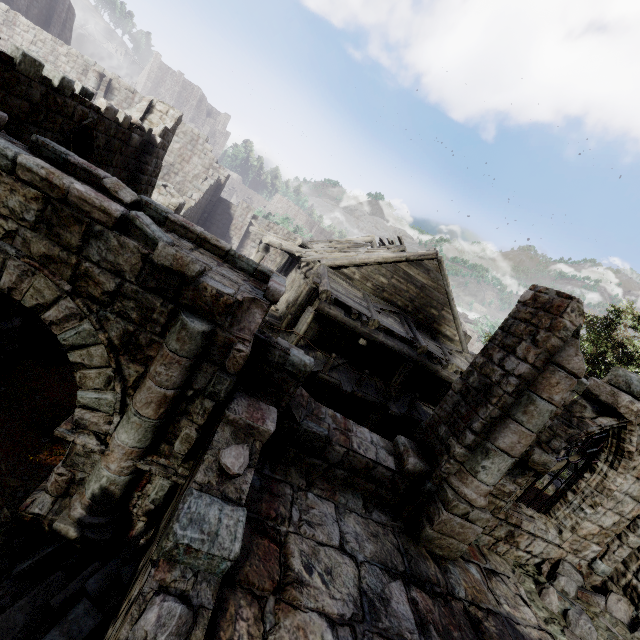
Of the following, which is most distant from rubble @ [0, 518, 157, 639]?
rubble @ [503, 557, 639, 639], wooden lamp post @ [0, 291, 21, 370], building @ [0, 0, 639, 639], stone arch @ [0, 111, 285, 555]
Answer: wooden lamp post @ [0, 291, 21, 370]

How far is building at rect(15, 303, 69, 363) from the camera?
7.94m

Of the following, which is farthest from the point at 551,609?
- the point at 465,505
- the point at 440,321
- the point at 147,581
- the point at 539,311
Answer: the point at 440,321

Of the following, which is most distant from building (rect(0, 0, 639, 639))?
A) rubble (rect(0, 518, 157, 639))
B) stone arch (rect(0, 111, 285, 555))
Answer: rubble (rect(0, 518, 157, 639))

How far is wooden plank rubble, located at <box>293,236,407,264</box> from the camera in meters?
13.7

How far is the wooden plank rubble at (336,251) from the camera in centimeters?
1373cm

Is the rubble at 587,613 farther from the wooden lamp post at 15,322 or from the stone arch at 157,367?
the wooden lamp post at 15,322

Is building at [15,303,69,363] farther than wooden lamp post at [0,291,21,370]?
Yes
